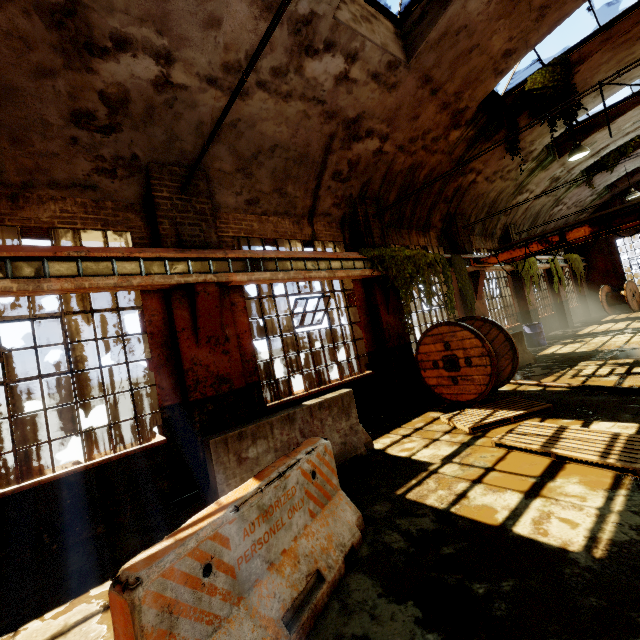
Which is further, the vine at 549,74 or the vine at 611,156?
the vine at 611,156

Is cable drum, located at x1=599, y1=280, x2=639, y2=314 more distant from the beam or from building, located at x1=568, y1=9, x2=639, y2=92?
the beam

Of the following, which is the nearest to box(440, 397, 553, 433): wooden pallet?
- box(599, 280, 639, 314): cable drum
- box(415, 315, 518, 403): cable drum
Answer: box(415, 315, 518, 403): cable drum

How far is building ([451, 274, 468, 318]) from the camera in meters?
11.6 m

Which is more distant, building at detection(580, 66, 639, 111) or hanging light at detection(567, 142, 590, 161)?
hanging light at detection(567, 142, 590, 161)

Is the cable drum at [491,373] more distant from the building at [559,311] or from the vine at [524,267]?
the vine at [524,267]

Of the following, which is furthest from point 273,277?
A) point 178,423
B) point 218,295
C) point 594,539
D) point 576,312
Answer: point 576,312

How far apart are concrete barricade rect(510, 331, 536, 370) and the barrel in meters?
3.5
